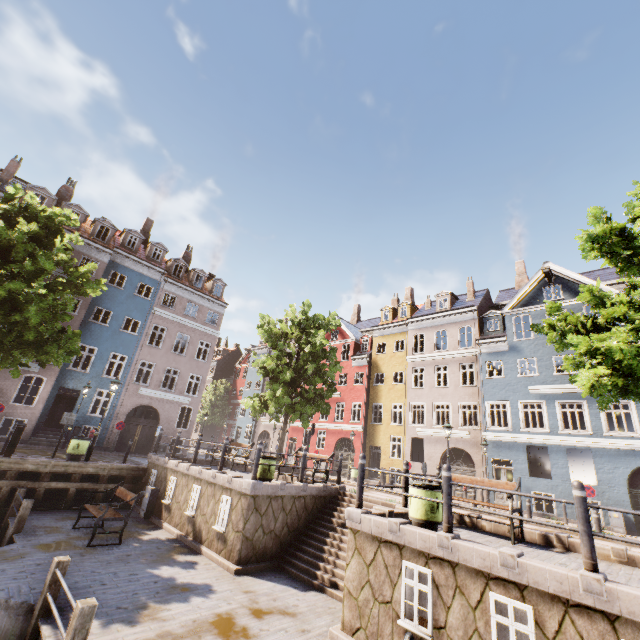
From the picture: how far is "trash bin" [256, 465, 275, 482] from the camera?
10.7 meters

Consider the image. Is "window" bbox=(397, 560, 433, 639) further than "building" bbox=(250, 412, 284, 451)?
No

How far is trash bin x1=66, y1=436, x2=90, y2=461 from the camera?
14.0 meters

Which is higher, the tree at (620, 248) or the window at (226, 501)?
the tree at (620, 248)

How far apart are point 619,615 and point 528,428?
18.9 meters

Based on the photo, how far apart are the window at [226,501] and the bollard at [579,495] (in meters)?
8.67

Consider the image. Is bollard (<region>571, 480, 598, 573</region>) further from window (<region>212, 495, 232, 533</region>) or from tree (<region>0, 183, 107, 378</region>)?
window (<region>212, 495, 232, 533</region>)

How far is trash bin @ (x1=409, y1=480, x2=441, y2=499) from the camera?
6.9 meters
